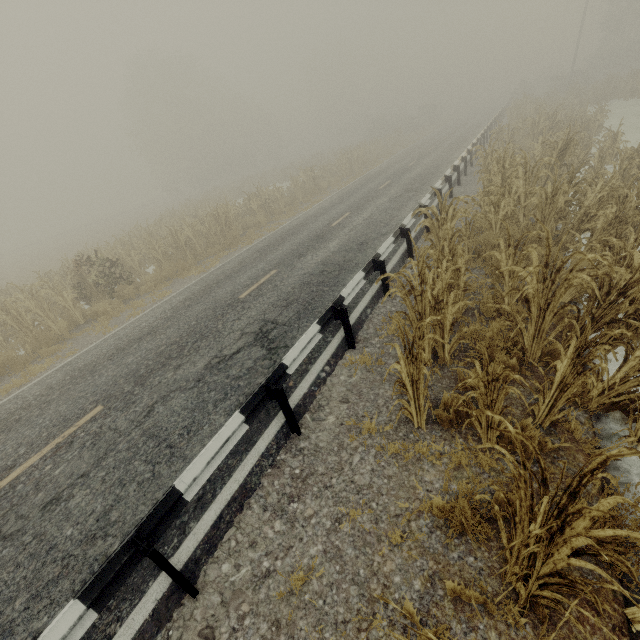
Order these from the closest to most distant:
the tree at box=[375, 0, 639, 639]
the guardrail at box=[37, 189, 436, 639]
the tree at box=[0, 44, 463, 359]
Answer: the tree at box=[375, 0, 639, 639], the guardrail at box=[37, 189, 436, 639], the tree at box=[0, 44, 463, 359]

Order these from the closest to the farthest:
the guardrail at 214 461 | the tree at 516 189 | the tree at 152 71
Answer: the tree at 516 189 → the guardrail at 214 461 → the tree at 152 71

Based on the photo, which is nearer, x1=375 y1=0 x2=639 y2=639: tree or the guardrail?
x1=375 y1=0 x2=639 y2=639: tree

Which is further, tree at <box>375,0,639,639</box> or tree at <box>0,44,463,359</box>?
tree at <box>0,44,463,359</box>

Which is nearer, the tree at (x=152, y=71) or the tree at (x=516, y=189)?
the tree at (x=516, y=189)

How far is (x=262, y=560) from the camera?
3.3 meters
